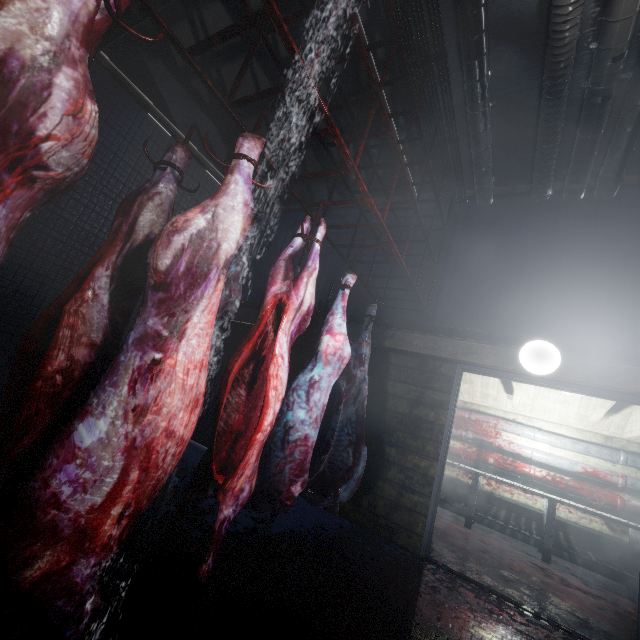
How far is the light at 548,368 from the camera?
2.79m

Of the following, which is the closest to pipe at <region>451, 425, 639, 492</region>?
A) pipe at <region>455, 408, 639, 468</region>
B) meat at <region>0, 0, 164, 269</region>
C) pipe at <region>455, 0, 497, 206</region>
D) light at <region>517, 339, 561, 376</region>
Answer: pipe at <region>455, 408, 639, 468</region>

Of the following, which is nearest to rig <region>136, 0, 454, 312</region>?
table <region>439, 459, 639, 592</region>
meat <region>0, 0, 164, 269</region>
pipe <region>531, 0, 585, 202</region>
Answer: meat <region>0, 0, 164, 269</region>

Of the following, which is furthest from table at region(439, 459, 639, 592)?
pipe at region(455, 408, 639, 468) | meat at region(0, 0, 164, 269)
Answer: meat at region(0, 0, 164, 269)

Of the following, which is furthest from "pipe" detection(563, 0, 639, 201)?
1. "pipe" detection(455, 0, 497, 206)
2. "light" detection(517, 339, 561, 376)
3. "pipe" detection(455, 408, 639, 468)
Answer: "pipe" detection(455, 408, 639, 468)

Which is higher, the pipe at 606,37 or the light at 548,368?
the pipe at 606,37

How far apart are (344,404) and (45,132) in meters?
2.6 m

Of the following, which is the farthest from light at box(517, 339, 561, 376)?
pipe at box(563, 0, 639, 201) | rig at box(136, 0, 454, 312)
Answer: pipe at box(563, 0, 639, 201)
